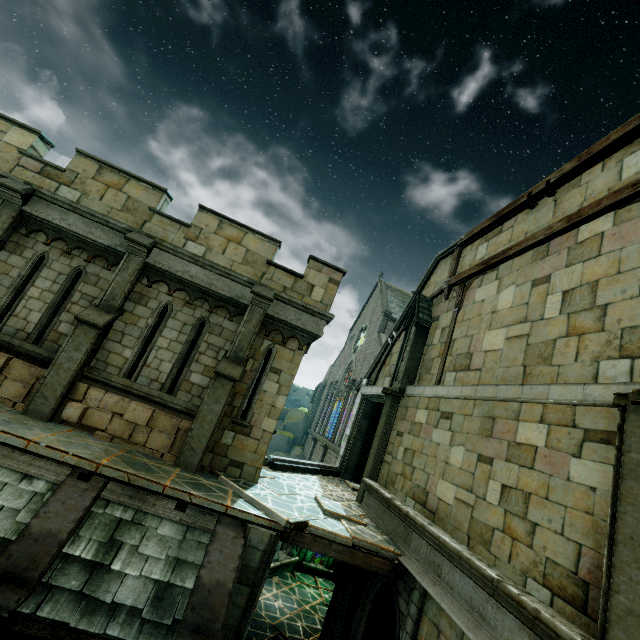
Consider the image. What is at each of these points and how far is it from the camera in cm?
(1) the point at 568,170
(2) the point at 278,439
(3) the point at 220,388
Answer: (1) wooden beam, 805
(2) rock, 3953
(3) stone column, 819

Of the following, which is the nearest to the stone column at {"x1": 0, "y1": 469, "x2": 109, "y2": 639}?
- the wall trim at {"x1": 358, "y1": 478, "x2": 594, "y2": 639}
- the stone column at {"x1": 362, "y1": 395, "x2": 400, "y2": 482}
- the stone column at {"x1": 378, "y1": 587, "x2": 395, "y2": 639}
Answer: the wall trim at {"x1": 358, "y1": 478, "x2": 594, "y2": 639}

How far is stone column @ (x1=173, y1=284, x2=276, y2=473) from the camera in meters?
7.7

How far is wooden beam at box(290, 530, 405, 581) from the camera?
6.8 meters

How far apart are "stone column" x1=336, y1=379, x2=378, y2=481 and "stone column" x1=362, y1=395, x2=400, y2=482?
Answer: 3.2m

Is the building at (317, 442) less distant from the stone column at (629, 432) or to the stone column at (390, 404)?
the stone column at (390, 404)

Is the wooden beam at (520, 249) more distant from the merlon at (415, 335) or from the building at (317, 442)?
the building at (317, 442)

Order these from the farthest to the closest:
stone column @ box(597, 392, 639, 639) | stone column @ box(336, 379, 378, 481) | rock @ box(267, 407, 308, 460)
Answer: rock @ box(267, 407, 308, 460)
stone column @ box(336, 379, 378, 481)
stone column @ box(597, 392, 639, 639)
